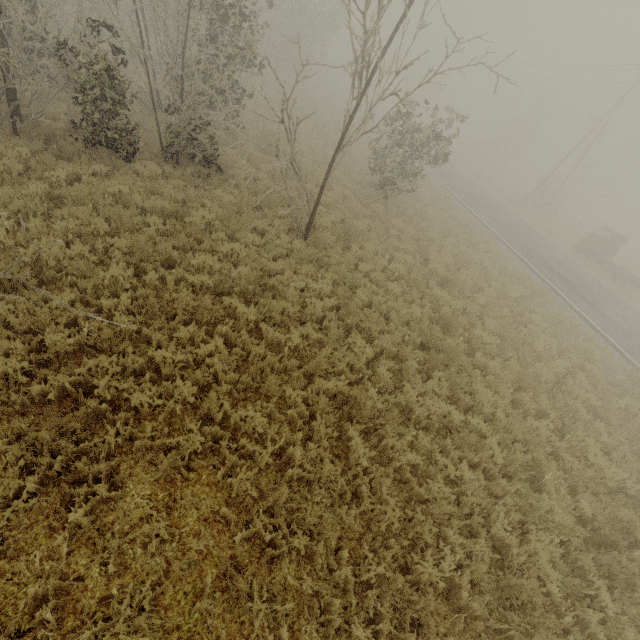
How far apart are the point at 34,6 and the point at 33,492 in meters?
16.2 m
